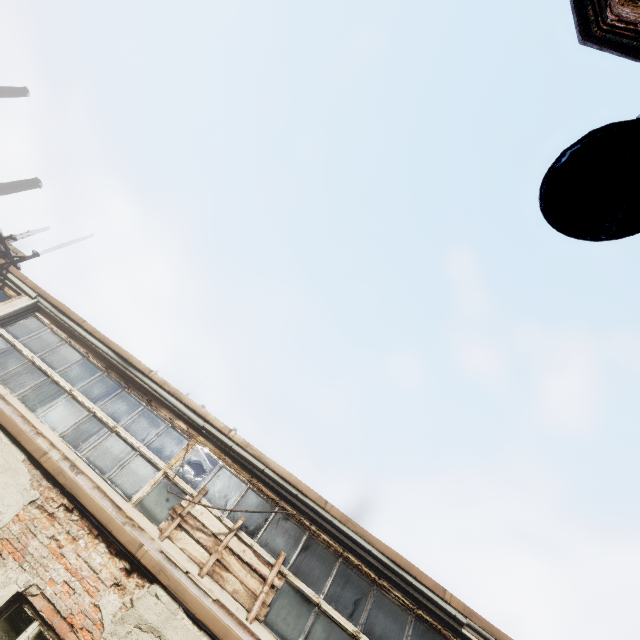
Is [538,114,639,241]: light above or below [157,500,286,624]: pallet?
above

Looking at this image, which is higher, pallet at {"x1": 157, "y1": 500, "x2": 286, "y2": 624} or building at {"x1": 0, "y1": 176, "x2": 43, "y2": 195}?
building at {"x1": 0, "y1": 176, "x2": 43, "y2": 195}

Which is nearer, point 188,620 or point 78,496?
point 188,620

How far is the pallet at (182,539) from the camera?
5.4 meters

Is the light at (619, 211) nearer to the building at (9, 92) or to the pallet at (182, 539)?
the pallet at (182, 539)

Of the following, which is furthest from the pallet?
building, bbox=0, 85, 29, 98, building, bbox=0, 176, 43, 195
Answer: building, bbox=0, 85, 29, 98

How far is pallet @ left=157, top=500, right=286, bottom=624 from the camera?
5.4 meters

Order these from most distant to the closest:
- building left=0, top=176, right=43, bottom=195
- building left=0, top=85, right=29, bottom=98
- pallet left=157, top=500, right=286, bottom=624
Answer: building left=0, top=85, right=29, bottom=98, building left=0, top=176, right=43, bottom=195, pallet left=157, top=500, right=286, bottom=624
